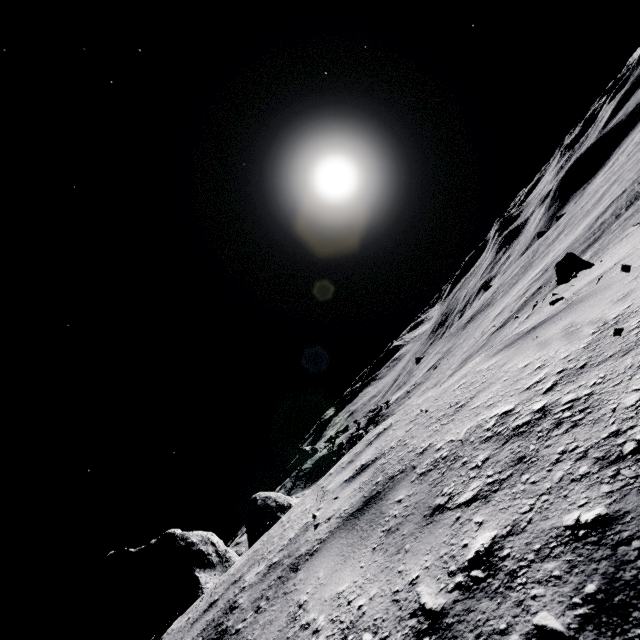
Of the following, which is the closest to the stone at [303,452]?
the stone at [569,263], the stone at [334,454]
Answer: the stone at [334,454]

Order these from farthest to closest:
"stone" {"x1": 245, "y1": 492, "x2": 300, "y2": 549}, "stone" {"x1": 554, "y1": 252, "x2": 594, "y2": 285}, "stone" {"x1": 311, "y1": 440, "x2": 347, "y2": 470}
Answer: "stone" {"x1": 311, "y1": 440, "x2": 347, "y2": 470}, "stone" {"x1": 245, "y1": 492, "x2": 300, "y2": 549}, "stone" {"x1": 554, "y1": 252, "x2": 594, "y2": 285}

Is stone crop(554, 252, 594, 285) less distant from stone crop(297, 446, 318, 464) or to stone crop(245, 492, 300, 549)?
stone crop(245, 492, 300, 549)

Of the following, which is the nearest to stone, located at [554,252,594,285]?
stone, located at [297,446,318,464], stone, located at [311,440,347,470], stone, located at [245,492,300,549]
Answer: stone, located at [245,492,300,549]

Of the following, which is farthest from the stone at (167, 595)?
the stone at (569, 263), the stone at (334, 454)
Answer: the stone at (334, 454)

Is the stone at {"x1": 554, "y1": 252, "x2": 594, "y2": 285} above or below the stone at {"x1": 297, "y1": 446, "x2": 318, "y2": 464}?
below

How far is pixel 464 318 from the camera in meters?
50.2

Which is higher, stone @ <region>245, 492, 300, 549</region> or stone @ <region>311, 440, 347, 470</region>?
stone @ <region>245, 492, 300, 549</region>
